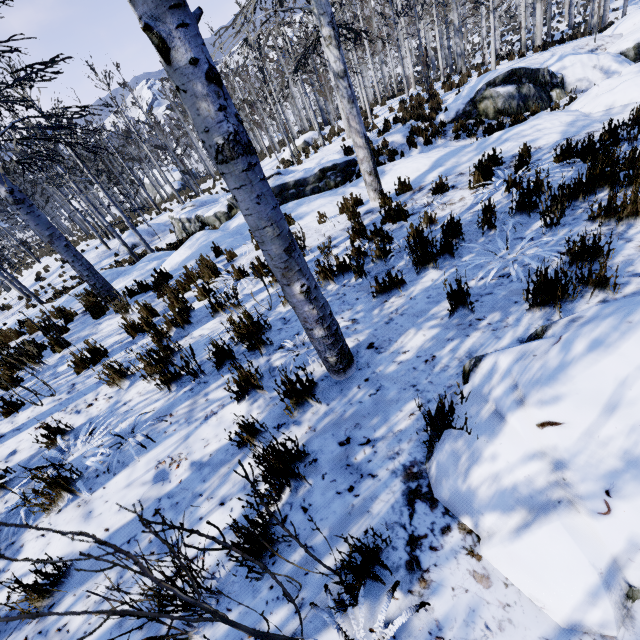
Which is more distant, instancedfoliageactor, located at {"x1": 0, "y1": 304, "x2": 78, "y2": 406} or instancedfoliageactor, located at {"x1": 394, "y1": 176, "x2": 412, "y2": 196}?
instancedfoliageactor, located at {"x1": 394, "y1": 176, "x2": 412, "y2": 196}

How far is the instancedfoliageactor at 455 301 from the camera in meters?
2.8

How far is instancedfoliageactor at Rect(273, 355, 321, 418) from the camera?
2.4m

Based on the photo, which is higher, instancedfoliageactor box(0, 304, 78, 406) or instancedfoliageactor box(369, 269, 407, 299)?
instancedfoliageactor box(0, 304, 78, 406)

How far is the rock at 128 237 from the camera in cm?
2203

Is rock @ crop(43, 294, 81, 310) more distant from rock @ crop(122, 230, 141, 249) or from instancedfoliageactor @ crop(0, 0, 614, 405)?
rock @ crop(122, 230, 141, 249)

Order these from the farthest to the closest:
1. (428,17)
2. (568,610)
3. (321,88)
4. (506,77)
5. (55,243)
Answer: (428,17)
(321,88)
(506,77)
(55,243)
(568,610)

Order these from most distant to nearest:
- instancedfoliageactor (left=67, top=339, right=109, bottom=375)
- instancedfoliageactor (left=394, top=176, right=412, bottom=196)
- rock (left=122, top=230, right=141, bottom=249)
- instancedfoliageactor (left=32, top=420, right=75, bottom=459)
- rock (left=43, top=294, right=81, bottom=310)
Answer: rock (left=122, top=230, right=141, bottom=249) < rock (left=43, top=294, right=81, bottom=310) < instancedfoliageactor (left=394, top=176, right=412, bottom=196) < instancedfoliageactor (left=67, top=339, right=109, bottom=375) < instancedfoliageactor (left=32, top=420, right=75, bottom=459)
